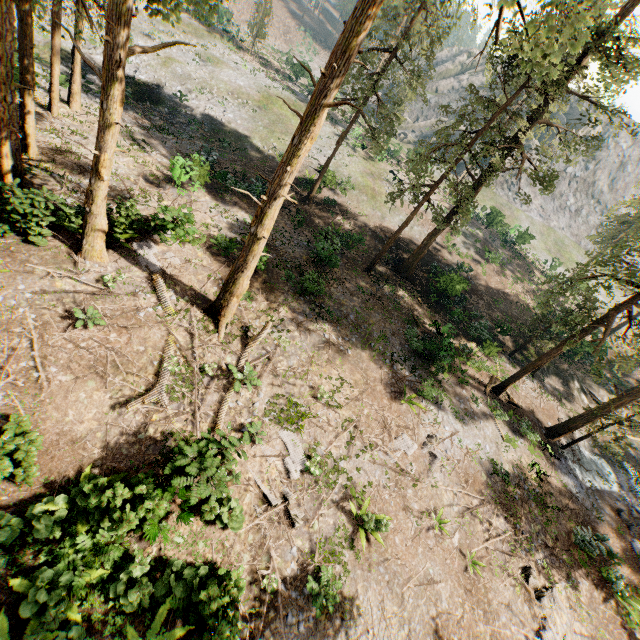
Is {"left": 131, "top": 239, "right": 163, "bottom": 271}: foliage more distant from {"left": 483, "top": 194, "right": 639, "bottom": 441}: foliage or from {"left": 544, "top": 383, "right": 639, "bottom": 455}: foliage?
{"left": 544, "top": 383, "right": 639, "bottom": 455}: foliage

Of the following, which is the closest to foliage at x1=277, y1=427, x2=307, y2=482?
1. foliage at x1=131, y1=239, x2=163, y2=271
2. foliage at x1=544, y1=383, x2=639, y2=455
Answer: foliage at x1=544, y1=383, x2=639, y2=455

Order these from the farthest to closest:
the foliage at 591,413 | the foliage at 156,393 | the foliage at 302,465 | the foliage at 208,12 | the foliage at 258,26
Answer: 1. the foliage at 258,26
2. the foliage at 591,413
3. the foliage at 302,465
4. the foliage at 156,393
5. the foliage at 208,12

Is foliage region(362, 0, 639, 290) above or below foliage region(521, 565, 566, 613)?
above

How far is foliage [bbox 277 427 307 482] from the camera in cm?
1269

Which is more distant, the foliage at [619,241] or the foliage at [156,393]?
the foliage at [619,241]

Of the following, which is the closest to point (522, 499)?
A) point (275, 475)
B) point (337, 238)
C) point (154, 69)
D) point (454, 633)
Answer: point (454, 633)
